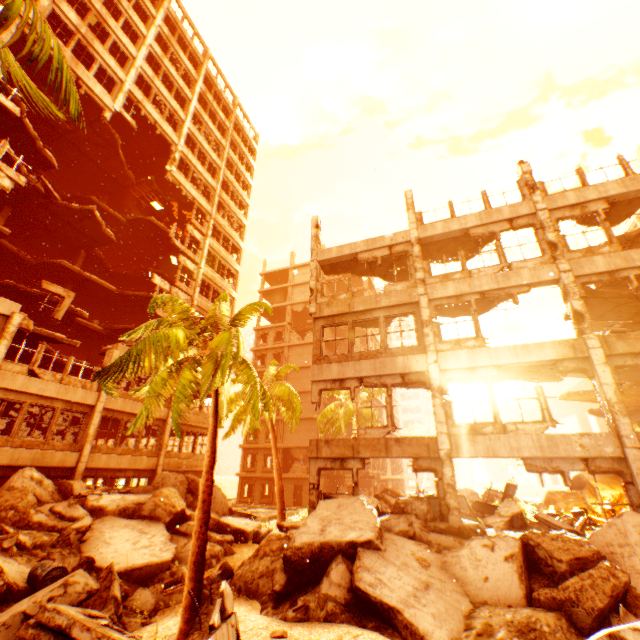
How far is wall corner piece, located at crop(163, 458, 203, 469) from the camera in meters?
20.9

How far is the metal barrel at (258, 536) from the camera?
13.33m

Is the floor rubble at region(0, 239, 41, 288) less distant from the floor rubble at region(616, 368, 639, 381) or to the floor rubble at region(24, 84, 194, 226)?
the floor rubble at region(24, 84, 194, 226)

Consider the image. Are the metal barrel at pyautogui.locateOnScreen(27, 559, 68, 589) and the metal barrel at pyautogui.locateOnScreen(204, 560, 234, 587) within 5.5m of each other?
yes

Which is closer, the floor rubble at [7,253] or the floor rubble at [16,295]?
the floor rubble at [16,295]

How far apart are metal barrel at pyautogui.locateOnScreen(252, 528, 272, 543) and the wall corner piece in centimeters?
978cm

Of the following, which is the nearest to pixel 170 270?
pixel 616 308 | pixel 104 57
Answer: pixel 104 57

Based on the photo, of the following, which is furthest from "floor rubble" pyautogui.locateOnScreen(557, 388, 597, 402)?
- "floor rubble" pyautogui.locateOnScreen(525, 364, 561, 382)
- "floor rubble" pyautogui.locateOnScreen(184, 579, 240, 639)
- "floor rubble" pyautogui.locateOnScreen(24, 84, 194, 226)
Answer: "floor rubble" pyautogui.locateOnScreen(24, 84, 194, 226)
